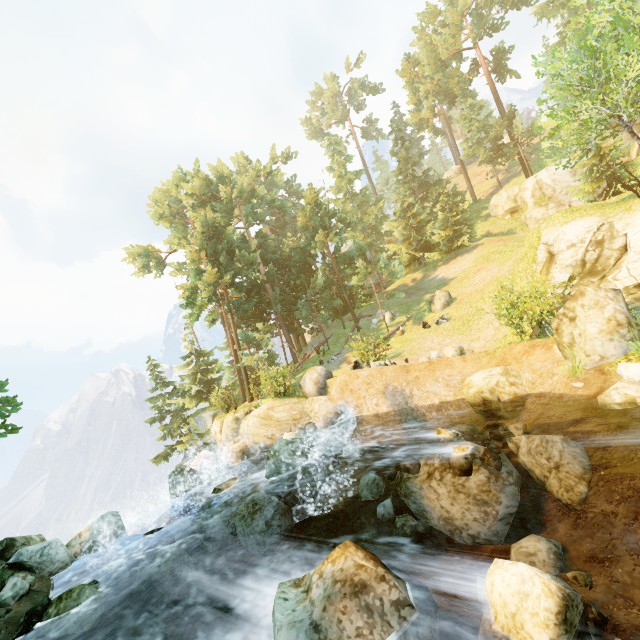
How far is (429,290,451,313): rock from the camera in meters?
24.3

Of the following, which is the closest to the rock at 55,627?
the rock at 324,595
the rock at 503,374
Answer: the rock at 324,595

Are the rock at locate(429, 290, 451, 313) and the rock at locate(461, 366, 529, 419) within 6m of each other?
no

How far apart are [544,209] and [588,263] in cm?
2122

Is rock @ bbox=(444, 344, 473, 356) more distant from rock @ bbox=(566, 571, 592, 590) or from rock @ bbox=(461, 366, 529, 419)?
rock @ bbox=(566, 571, 592, 590)

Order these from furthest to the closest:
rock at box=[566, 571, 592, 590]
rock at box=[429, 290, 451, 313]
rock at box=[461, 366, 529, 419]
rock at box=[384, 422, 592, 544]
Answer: rock at box=[429, 290, 451, 313]
rock at box=[461, 366, 529, 419]
rock at box=[384, 422, 592, 544]
rock at box=[566, 571, 592, 590]

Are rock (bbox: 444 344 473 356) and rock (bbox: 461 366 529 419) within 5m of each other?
yes

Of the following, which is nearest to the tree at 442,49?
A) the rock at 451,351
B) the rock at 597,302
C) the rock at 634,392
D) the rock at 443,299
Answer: the rock at 443,299
